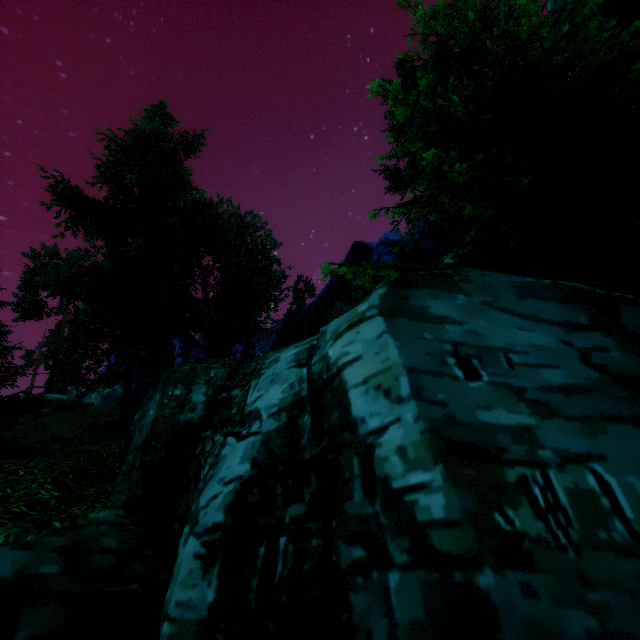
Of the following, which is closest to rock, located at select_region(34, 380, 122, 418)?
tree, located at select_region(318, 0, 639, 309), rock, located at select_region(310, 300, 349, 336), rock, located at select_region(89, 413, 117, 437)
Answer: tree, located at select_region(318, 0, 639, 309)

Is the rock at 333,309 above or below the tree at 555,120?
above

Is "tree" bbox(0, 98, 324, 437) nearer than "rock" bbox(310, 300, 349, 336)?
Yes

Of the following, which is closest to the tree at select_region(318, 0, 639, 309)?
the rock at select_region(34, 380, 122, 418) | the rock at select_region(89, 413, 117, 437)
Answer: the rock at select_region(89, 413, 117, 437)

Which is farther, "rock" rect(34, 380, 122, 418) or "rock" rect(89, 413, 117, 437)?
"rock" rect(34, 380, 122, 418)

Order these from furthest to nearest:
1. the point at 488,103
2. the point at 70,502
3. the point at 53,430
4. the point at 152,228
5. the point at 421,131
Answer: the point at 421,131 < the point at 53,430 < the point at 152,228 < the point at 488,103 < the point at 70,502

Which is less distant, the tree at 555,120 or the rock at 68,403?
the tree at 555,120

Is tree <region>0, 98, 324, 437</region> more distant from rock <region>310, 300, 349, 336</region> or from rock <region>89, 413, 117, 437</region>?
rock <region>310, 300, 349, 336</region>
